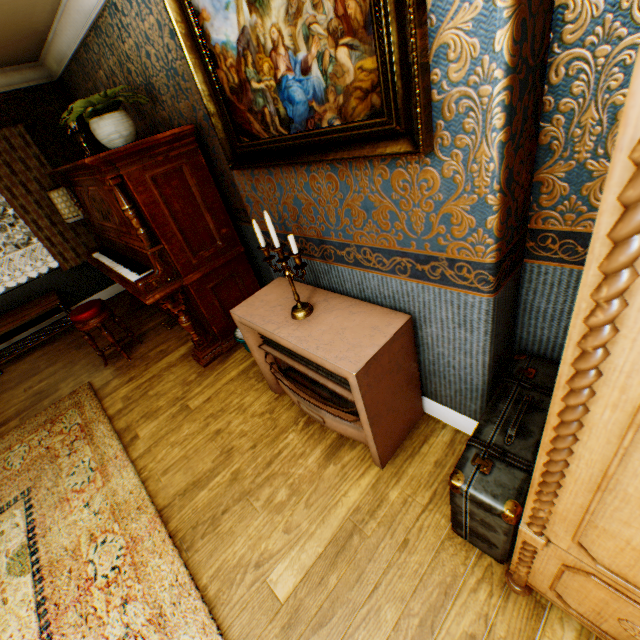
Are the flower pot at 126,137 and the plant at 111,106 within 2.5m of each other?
yes

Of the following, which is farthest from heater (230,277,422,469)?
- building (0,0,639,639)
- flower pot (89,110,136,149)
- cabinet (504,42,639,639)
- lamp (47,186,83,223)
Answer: lamp (47,186,83,223)

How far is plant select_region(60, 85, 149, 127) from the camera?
2.4m

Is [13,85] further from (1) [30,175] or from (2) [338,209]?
(2) [338,209]

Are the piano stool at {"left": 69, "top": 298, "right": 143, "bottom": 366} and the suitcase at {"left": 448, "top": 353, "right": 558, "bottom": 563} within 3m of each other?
no

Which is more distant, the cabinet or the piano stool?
the piano stool

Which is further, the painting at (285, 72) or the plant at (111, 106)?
the plant at (111, 106)

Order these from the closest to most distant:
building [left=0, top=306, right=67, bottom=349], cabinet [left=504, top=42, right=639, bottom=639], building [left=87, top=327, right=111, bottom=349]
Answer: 1. cabinet [left=504, top=42, right=639, bottom=639]
2. building [left=87, top=327, right=111, bottom=349]
3. building [left=0, top=306, right=67, bottom=349]
